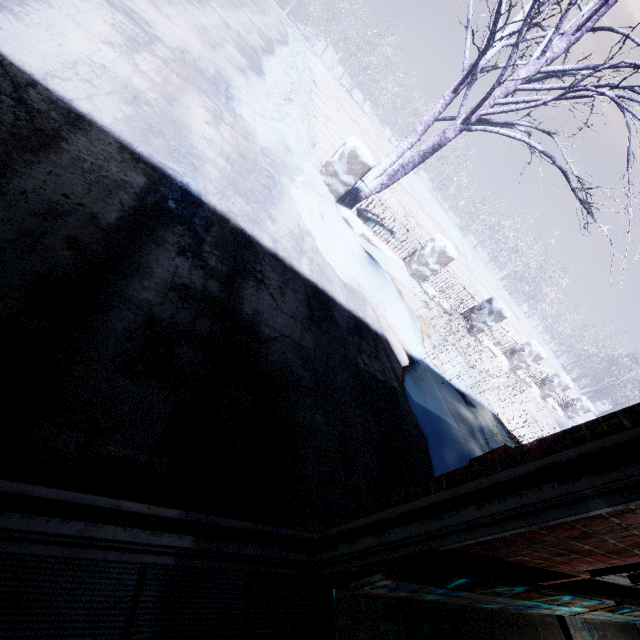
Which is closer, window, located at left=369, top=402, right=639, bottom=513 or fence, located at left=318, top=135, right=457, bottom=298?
window, located at left=369, top=402, right=639, bottom=513

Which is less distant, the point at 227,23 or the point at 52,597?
the point at 52,597

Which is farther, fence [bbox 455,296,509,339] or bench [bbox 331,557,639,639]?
fence [bbox 455,296,509,339]

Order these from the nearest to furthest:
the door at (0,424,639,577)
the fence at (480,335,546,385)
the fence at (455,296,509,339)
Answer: the door at (0,424,639,577) → the fence at (455,296,509,339) → the fence at (480,335,546,385)

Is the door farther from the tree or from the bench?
the tree

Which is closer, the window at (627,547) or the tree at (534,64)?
the window at (627,547)

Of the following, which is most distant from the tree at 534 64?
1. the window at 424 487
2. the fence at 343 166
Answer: the window at 424 487

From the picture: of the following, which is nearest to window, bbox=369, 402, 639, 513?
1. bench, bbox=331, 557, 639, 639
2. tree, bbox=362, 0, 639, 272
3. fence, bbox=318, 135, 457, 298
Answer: bench, bbox=331, 557, 639, 639
